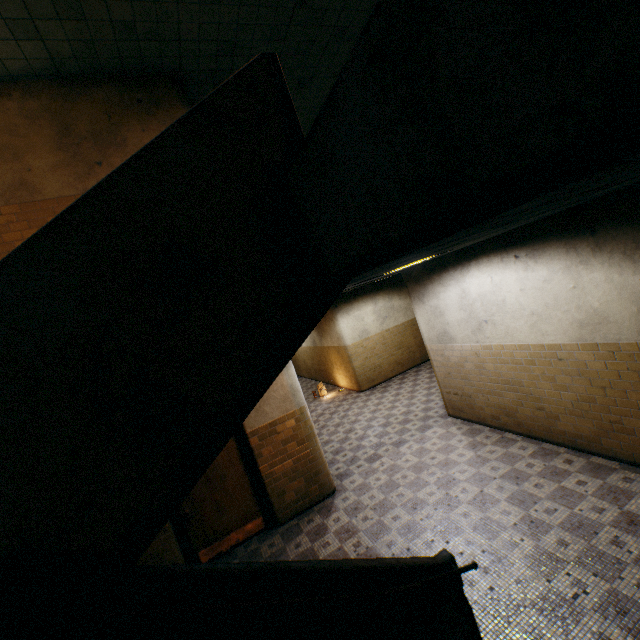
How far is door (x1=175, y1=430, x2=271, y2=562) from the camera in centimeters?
587cm

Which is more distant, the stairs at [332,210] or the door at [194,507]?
the door at [194,507]

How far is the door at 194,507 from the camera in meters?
5.9

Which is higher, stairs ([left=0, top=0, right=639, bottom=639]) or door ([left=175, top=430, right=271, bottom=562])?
stairs ([left=0, top=0, right=639, bottom=639])

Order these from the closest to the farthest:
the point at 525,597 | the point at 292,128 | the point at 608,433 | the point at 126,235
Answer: the point at 126,235
the point at 292,128
the point at 525,597
the point at 608,433

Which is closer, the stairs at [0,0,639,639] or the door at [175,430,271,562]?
the stairs at [0,0,639,639]
